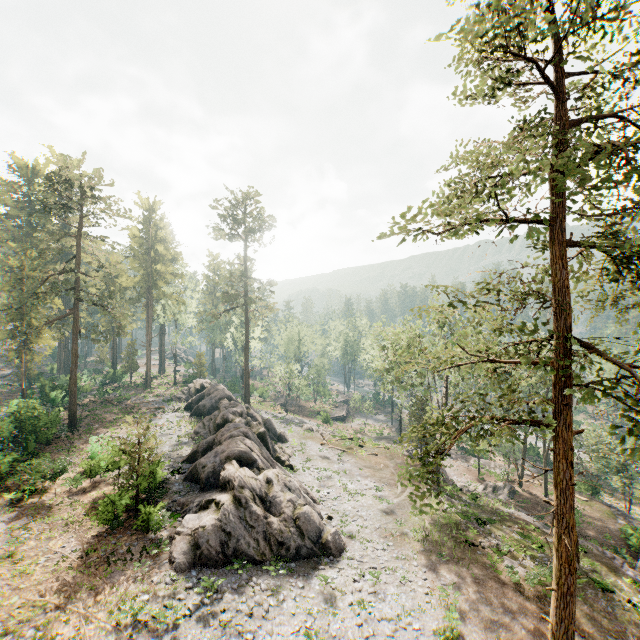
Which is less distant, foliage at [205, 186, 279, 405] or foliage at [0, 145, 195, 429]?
foliage at [0, 145, 195, 429]

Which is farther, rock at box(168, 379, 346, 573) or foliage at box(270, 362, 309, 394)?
foliage at box(270, 362, 309, 394)

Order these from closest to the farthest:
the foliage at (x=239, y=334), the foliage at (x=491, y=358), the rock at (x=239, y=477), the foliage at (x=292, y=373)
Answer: the foliage at (x=491, y=358), the rock at (x=239, y=477), the foliage at (x=239, y=334), the foliage at (x=292, y=373)

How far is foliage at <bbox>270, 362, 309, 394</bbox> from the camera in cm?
5622

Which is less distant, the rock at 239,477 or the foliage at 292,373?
the rock at 239,477

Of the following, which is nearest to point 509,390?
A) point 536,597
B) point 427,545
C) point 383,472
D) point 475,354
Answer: point 536,597

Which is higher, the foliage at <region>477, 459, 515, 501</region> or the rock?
the rock
